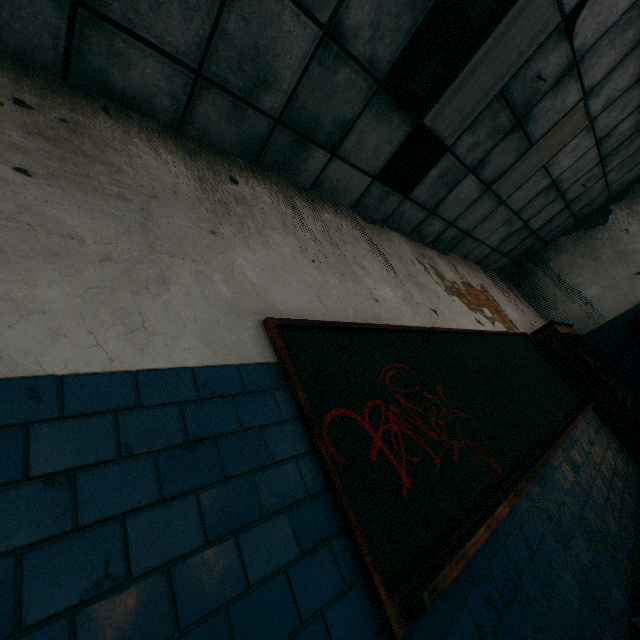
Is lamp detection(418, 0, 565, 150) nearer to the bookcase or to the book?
the bookcase

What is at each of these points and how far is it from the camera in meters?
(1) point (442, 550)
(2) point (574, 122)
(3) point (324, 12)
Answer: (1) blackboard, 1.4
(2) lamp, 4.2
(3) lamp, 2.2

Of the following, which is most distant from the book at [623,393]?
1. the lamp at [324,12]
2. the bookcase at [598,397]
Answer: the lamp at [324,12]

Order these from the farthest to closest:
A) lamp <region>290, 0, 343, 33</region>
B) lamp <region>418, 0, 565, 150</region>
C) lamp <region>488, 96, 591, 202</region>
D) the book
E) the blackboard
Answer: the book, lamp <region>488, 96, 591, 202</region>, lamp <region>418, 0, 565, 150</region>, lamp <region>290, 0, 343, 33</region>, the blackboard

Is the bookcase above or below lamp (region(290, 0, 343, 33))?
below

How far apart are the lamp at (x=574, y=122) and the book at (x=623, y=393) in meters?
3.0

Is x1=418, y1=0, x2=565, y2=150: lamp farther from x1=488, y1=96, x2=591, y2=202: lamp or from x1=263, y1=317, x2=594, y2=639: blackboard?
x1=263, y1=317, x2=594, y2=639: blackboard

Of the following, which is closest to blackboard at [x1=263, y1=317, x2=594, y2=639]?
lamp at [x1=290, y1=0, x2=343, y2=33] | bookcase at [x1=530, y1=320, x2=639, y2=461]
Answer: bookcase at [x1=530, y1=320, x2=639, y2=461]
